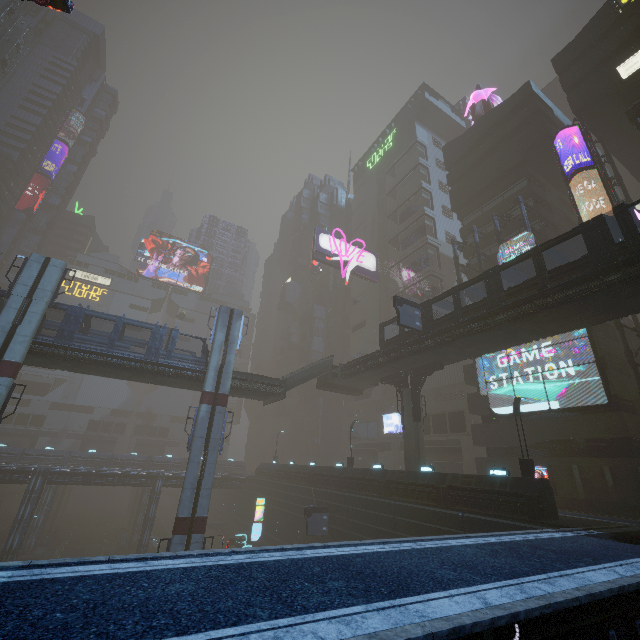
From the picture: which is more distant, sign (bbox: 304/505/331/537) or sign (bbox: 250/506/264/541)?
sign (bbox: 250/506/264/541)

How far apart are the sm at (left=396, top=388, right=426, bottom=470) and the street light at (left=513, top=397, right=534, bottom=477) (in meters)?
9.38

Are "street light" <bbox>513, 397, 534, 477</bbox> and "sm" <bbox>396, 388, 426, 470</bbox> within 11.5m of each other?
yes

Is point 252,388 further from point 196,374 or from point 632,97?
point 632,97

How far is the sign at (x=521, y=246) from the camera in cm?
2946

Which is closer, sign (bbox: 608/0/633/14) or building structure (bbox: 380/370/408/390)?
sign (bbox: 608/0/633/14)

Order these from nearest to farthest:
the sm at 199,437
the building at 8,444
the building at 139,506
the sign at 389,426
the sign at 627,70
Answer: the sm at 199,437
the sign at 627,70
the building at 139,506
the sign at 389,426
the building at 8,444

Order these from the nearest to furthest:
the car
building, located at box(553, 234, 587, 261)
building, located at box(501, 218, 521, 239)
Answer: the car
building, located at box(553, 234, 587, 261)
building, located at box(501, 218, 521, 239)
